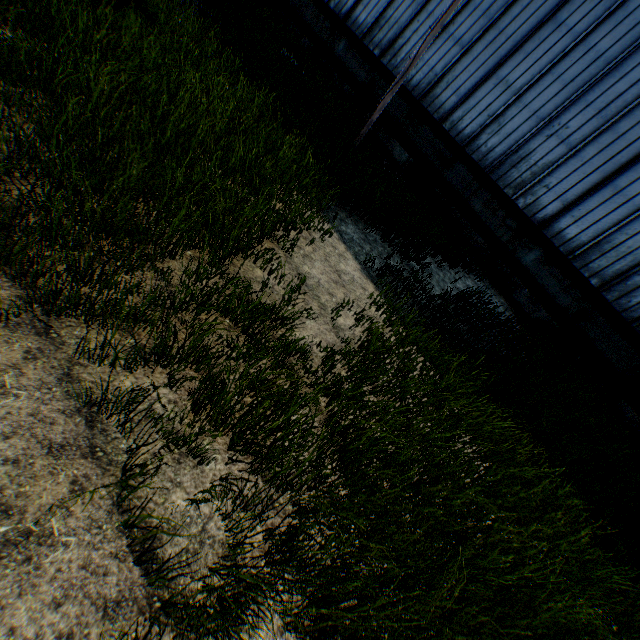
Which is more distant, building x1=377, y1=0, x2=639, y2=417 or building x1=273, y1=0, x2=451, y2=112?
building x1=273, y1=0, x2=451, y2=112

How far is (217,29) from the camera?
8.43m

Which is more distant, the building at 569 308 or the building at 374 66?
the building at 374 66
